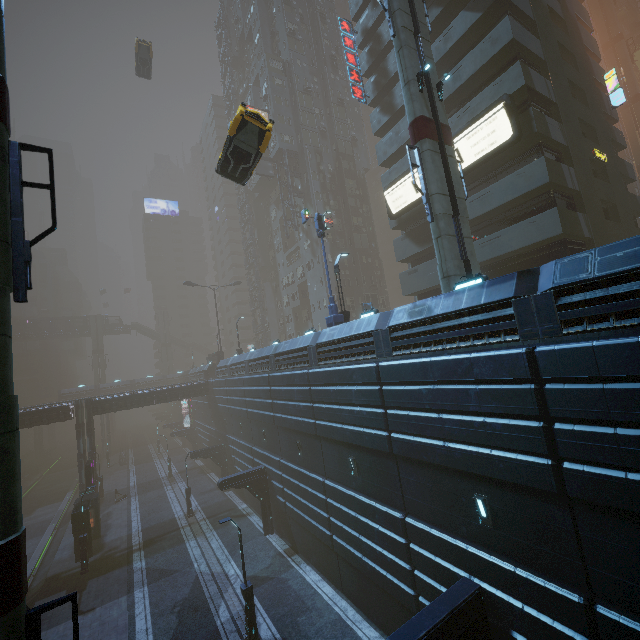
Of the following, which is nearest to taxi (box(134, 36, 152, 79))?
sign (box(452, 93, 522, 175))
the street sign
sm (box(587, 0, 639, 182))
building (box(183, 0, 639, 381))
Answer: building (box(183, 0, 639, 381))

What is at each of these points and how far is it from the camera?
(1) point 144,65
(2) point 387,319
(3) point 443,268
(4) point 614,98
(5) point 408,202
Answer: (1) taxi, 35.66m
(2) building, 13.98m
(3) sm, 13.35m
(4) sign, 26.17m
(5) sign, 25.75m

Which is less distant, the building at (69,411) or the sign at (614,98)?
the building at (69,411)

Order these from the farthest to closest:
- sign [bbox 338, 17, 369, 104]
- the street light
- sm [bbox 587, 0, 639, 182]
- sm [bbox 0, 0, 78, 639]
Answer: sm [bbox 587, 0, 639, 182] < sign [bbox 338, 17, 369, 104] < the street light < sm [bbox 0, 0, 78, 639]

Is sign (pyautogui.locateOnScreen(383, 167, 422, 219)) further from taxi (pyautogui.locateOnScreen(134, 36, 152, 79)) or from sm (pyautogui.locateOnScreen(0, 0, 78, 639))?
taxi (pyautogui.locateOnScreen(134, 36, 152, 79))

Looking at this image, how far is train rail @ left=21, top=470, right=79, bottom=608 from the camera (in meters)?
25.23

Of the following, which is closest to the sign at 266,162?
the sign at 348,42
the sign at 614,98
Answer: the sign at 348,42

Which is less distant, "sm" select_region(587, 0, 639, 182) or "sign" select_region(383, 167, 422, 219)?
"sign" select_region(383, 167, 422, 219)
